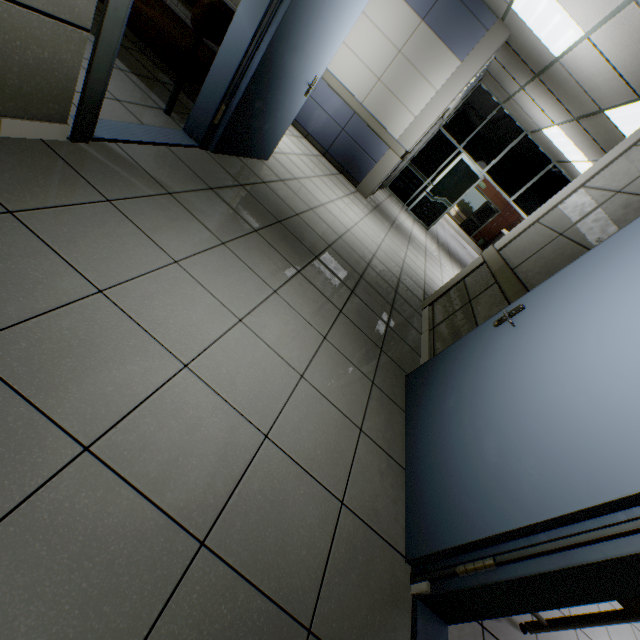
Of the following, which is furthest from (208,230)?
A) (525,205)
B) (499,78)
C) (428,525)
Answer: (525,205)

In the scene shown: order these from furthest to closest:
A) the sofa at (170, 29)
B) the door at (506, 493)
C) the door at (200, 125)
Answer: the sofa at (170, 29)
the door at (200, 125)
the door at (506, 493)

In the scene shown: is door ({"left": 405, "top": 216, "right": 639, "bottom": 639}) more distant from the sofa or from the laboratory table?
the sofa

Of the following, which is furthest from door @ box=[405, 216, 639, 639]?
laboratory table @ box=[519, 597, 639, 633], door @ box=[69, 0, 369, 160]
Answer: door @ box=[69, 0, 369, 160]

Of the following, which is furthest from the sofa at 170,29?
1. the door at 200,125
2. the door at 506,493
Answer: the door at 506,493

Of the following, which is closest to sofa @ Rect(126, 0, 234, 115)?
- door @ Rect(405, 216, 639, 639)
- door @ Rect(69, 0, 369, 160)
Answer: door @ Rect(69, 0, 369, 160)

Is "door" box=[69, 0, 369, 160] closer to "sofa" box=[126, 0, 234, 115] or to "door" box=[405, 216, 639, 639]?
"sofa" box=[126, 0, 234, 115]

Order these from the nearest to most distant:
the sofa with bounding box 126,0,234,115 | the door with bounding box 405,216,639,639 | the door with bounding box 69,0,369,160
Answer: the door with bounding box 405,216,639,639
the door with bounding box 69,0,369,160
the sofa with bounding box 126,0,234,115
